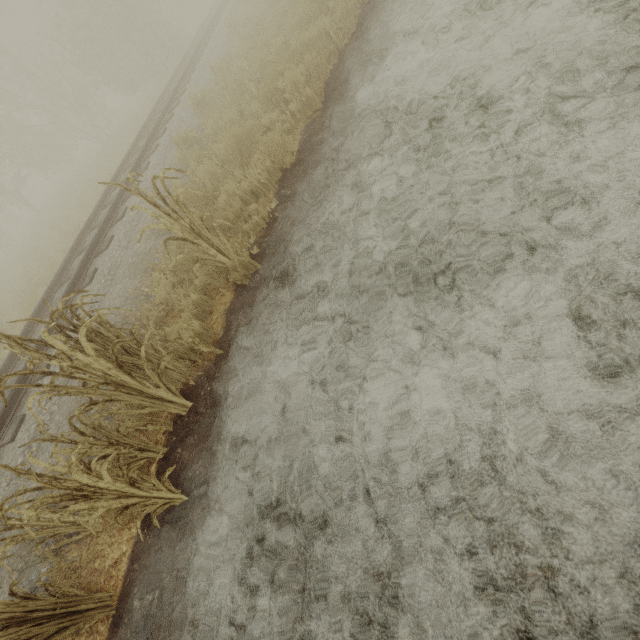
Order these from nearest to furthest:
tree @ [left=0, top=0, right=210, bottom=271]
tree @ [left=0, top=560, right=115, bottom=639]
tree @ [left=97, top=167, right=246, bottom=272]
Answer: tree @ [left=0, top=560, right=115, bottom=639] < tree @ [left=97, top=167, right=246, bottom=272] < tree @ [left=0, top=0, right=210, bottom=271]

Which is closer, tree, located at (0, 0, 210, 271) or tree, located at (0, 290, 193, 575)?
tree, located at (0, 290, 193, 575)

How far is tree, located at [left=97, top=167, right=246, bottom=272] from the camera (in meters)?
3.49

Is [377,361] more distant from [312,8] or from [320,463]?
[312,8]

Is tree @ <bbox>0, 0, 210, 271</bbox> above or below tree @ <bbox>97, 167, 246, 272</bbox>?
above

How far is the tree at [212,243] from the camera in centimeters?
349cm

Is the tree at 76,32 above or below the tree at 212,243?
above
